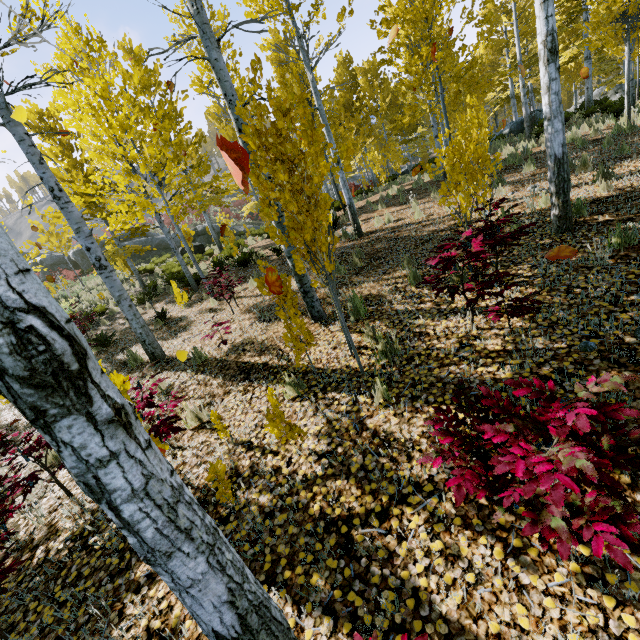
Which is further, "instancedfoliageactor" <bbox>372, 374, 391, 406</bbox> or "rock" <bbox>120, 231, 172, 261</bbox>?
"rock" <bbox>120, 231, 172, 261</bbox>

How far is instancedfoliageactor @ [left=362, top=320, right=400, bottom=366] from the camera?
3.87m

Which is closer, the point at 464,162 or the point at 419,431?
the point at 419,431

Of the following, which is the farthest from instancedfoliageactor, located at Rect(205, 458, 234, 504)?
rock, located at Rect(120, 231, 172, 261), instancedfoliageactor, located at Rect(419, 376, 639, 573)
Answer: rock, located at Rect(120, 231, 172, 261)

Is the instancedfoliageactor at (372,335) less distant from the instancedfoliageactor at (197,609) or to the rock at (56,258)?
the instancedfoliageactor at (197,609)
